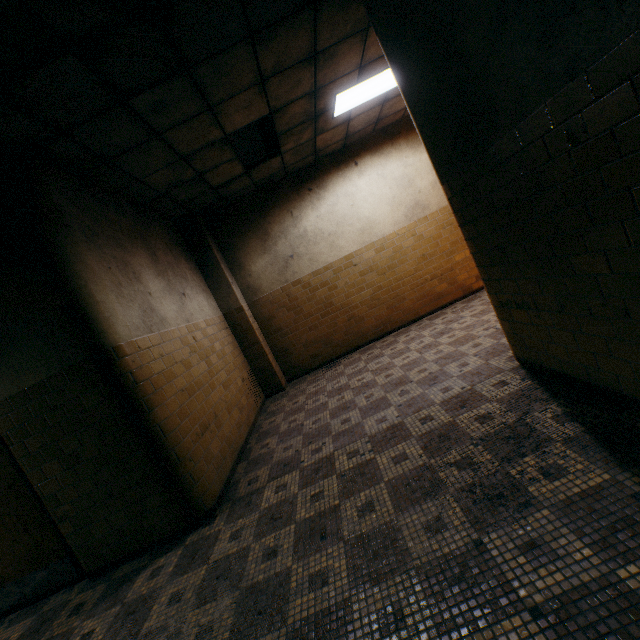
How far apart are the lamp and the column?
3.13m

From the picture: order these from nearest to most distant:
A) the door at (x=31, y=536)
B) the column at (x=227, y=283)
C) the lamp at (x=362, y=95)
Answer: the door at (x=31, y=536), the lamp at (x=362, y=95), the column at (x=227, y=283)

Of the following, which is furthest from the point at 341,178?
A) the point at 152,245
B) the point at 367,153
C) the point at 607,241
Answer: the point at 607,241

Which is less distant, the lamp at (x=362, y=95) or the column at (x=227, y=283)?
the lamp at (x=362, y=95)

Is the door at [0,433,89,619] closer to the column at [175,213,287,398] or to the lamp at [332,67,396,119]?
the column at [175,213,287,398]

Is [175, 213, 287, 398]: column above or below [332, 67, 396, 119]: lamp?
below

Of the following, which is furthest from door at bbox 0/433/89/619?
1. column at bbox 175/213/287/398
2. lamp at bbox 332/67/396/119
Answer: lamp at bbox 332/67/396/119
